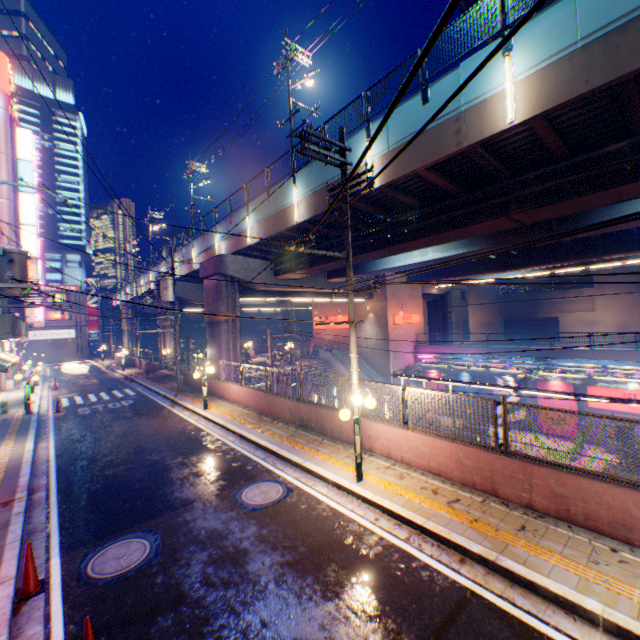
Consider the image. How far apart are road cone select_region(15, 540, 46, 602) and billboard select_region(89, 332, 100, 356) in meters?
61.8

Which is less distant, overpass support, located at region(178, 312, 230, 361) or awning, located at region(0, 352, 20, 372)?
awning, located at region(0, 352, 20, 372)

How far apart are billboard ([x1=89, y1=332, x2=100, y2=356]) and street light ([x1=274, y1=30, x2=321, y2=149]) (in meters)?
55.76

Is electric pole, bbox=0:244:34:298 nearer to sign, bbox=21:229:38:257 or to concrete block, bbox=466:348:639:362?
sign, bbox=21:229:38:257

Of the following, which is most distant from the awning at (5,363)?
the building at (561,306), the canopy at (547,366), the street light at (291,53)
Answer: the building at (561,306)

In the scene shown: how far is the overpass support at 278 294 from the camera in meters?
24.5 m

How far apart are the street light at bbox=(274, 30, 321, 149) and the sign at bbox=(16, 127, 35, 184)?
32.2m

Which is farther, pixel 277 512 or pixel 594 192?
pixel 594 192
